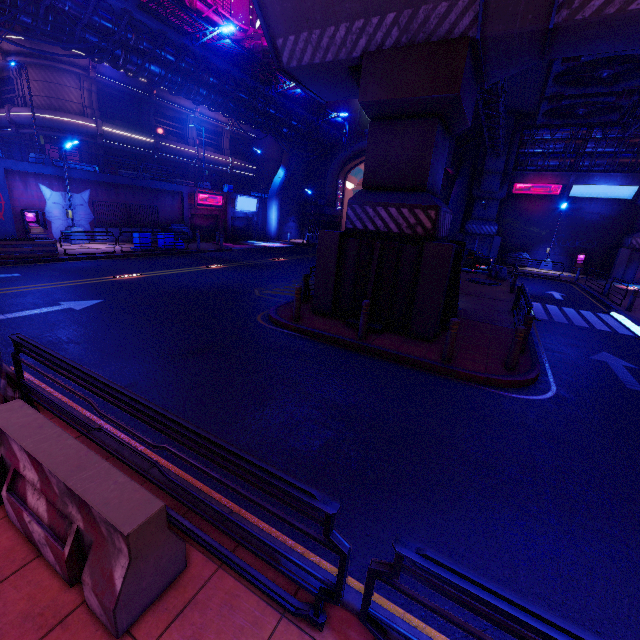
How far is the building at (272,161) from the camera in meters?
41.1 m

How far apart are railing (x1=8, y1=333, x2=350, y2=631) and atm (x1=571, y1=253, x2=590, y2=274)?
37.4m

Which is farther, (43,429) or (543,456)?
(543,456)

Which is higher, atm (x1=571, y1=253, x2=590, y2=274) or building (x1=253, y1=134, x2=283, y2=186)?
building (x1=253, y1=134, x2=283, y2=186)

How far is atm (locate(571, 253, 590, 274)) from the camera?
30.0m

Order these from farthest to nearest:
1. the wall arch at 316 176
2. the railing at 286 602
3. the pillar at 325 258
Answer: the wall arch at 316 176 < the pillar at 325 258 < the railing at 286 602

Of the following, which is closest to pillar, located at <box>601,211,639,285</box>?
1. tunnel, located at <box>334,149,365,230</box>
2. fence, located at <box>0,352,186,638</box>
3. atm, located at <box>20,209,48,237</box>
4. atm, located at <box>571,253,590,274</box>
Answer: atm, located at <box>571,253,590,274</box>

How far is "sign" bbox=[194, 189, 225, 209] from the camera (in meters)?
29.36
